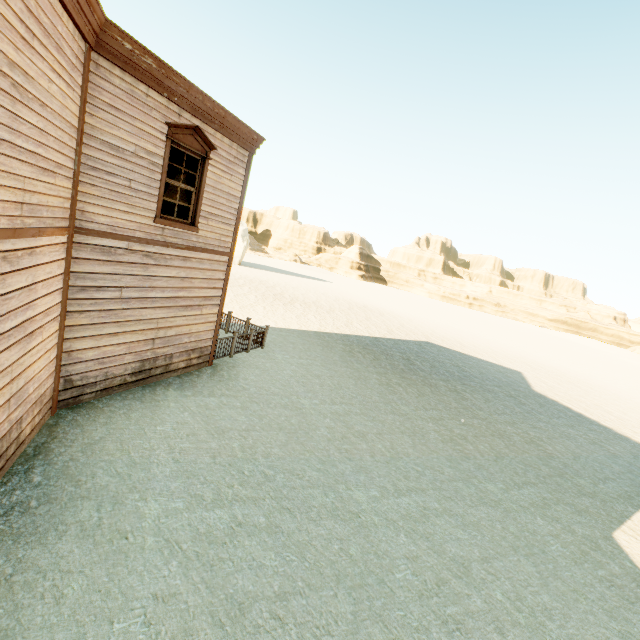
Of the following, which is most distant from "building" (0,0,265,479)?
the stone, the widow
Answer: the stone

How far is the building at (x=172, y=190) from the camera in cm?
1022

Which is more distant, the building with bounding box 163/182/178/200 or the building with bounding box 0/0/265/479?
the building with bounding box 163/182/178/200

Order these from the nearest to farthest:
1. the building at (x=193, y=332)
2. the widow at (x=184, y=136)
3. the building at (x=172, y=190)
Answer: the building at (x=193, y=332) → the widow at (x=184, y=136) → the building at (x=172, y=190)

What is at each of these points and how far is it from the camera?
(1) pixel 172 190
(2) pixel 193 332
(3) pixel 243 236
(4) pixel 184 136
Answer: (1) building, 10.27m
(2) building, 9.32m
(3) stone, 46.19m
(4) widow, 7.16m

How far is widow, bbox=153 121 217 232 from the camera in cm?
693

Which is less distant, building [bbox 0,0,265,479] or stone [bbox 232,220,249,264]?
building [bbox 0,0,265,479]

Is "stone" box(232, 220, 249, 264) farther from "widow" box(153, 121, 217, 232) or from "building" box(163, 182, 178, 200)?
"widow" box(153, 121, 217, 232)
